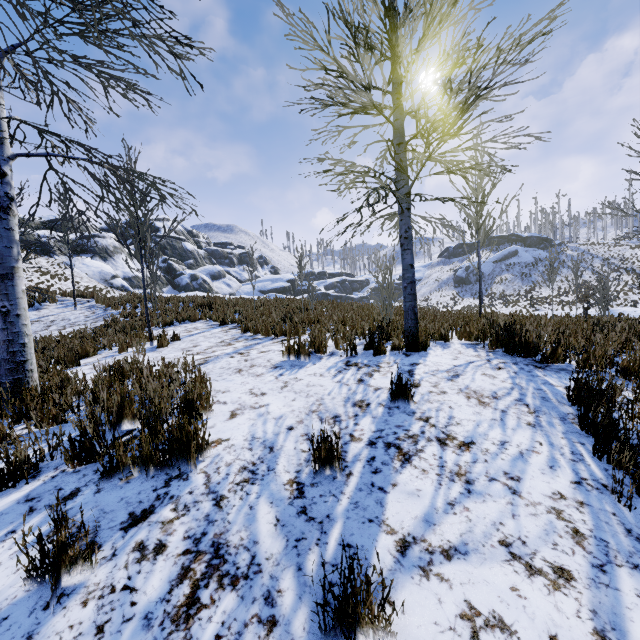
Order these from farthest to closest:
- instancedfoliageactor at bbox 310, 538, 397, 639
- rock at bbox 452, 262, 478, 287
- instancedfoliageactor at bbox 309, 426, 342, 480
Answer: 1. rock at bbox 452, 262, 478, 287
2. instancedfoliageactor at bbox 309, 426, 342, 480
3. instancedfoliageactor at bbox 310, 538, 397, 639

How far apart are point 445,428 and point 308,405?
1.41m

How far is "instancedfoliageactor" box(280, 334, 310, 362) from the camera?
5.2 meters

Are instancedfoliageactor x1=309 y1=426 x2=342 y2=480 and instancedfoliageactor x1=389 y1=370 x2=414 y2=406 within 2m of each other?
yes

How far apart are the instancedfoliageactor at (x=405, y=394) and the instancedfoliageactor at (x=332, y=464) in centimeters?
109cm

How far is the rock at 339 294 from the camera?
13.1m

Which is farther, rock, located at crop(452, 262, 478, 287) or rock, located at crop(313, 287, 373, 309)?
rock, located at crop(452, 262, 478, 287)

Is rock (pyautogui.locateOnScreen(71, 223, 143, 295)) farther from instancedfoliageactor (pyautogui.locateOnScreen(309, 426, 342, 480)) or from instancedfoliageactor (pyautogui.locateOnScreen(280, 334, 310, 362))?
instancedfoliageactor (pyautogui.locateOnScreen(309, 426, 342, 480))
